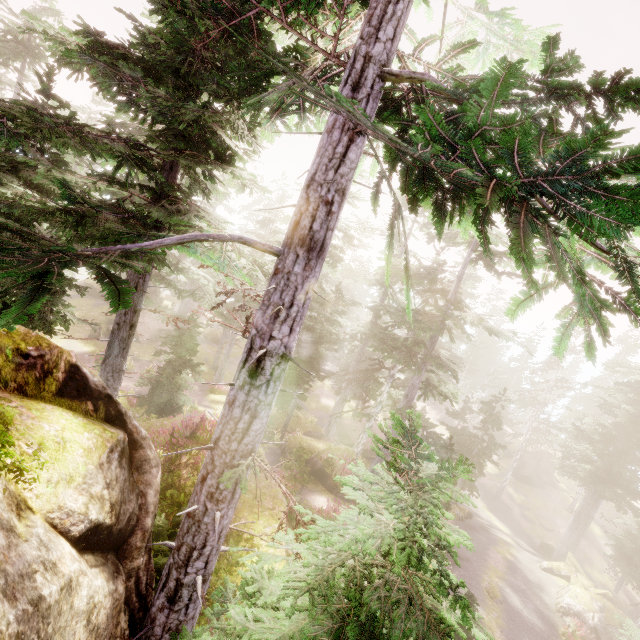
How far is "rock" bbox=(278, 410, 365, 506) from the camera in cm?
1595

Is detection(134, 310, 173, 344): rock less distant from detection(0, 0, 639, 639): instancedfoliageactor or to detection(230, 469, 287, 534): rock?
detection(0, 0, 639, 639): instancedfoliageactor

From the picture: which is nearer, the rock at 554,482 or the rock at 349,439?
the rock at 349,439

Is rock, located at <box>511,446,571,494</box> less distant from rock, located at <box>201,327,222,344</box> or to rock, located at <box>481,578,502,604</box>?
rock, located at <box>481,578,502,604</box>

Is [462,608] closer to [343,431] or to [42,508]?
[42,508]

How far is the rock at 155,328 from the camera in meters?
34.0 m

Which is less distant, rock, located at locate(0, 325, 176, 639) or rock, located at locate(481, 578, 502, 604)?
rock, located at locate(0, 325, 176, 639)

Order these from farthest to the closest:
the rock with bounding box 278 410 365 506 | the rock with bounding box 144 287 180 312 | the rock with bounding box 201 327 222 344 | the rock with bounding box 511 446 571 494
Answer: the rock with bounding box 201 327 222 344 → the rock with bounding box 511 446 571 494 → the rock with bounding box 144 287 180 312 → the rock with bounding box 278 410 365 506
